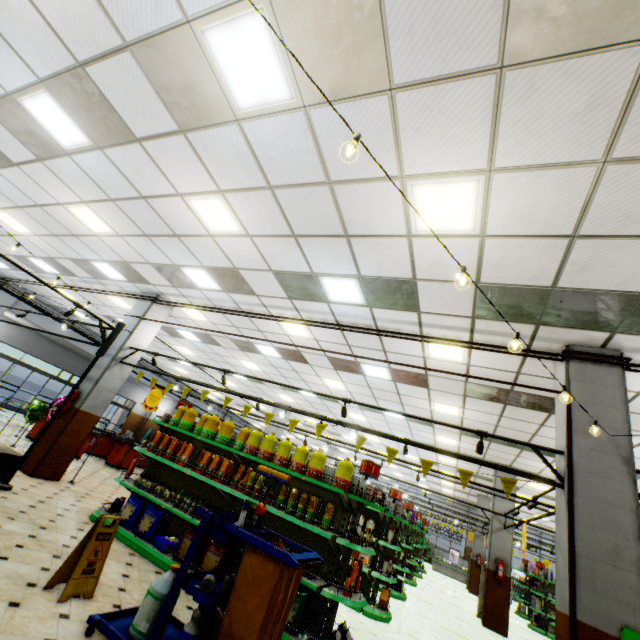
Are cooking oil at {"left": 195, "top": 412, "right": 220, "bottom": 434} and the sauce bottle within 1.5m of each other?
yes

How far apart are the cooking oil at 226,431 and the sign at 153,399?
4.7m

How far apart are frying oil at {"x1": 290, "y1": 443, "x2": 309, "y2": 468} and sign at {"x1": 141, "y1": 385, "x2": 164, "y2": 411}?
6.3m

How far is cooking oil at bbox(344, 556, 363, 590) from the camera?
4.39m

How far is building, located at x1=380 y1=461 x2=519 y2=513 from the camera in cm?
1160

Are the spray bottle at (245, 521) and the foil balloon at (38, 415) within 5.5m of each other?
no

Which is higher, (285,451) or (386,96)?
(386,96)

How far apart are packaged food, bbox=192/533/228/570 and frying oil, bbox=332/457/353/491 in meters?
1.9
